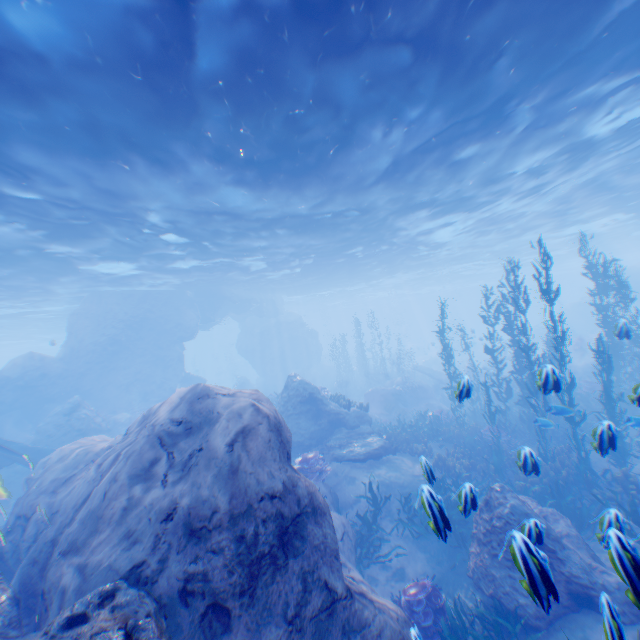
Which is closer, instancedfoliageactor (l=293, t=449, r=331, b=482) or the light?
the light

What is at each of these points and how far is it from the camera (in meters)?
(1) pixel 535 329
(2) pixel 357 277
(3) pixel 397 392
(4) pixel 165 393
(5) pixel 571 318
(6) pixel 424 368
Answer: (1) rock, 40.44
(2) light, 36.97
(3) eel, 22.36
(4) rock, 26.84
(5) rock, 37.56
(6) plane, 30.41

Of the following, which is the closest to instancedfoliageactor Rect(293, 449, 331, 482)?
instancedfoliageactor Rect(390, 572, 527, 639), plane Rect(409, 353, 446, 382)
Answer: plane Rect(409, 353, 446, 382)

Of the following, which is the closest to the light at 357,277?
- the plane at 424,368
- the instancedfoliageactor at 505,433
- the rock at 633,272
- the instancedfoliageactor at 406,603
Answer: the rock at 633,272

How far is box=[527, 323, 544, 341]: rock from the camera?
40.1 meters

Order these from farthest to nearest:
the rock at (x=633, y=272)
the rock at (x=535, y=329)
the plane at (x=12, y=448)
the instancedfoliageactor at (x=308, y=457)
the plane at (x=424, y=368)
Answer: the rock at (x=535, y=329), the rock at (x=633, y=272), the plane at (x=424, y=368), the plane at (x=12, y=448), the instancedfoliageactor at (x=308, y=457)

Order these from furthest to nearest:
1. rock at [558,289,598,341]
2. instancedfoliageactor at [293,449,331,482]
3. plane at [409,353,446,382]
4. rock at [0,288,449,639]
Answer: rock at [558,289,598,341], plane at [409,353,446,382], instancedfoliageactor at [293,449,331,482], rock at [0,288,449,639]

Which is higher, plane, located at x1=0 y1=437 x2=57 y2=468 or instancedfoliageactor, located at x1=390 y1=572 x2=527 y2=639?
plane, located at x1=0 y1=437 x2=57 y2=468
